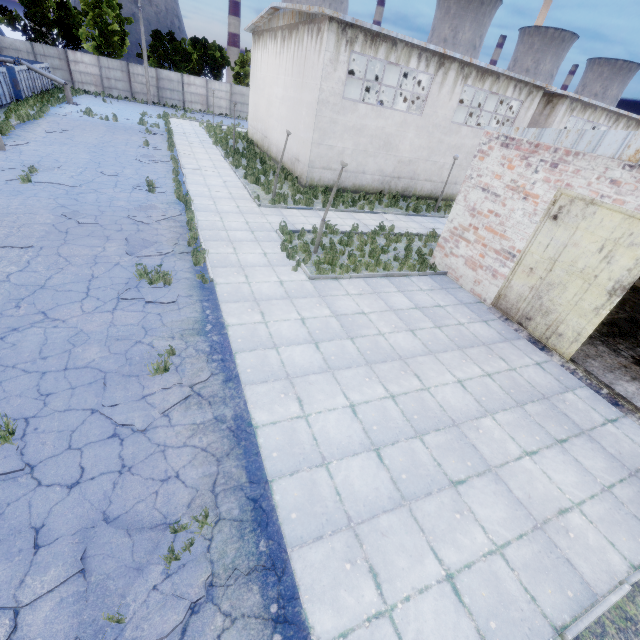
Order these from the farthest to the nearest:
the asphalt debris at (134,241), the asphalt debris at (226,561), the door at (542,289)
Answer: the asphalt debris at (134,241) → the door at (542,289) → the asphalt debris at (226,561)

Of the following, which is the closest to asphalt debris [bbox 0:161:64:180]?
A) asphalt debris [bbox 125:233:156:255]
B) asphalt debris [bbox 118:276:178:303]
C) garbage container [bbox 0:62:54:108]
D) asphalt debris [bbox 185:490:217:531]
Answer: asphalt debris [bbox 125:233:156:255]

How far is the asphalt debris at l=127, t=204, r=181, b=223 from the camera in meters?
11.8

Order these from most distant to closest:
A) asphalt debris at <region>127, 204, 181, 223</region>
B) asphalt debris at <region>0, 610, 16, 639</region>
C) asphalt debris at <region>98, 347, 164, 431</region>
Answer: asphalt debris at <region>127, 204, 181, 223</region>, asphalt debris at <region>98, 347, 164, 431</region>, asphalt debris at <region>0, 610, 16, 639</region>

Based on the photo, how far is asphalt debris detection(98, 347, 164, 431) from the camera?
5.4m

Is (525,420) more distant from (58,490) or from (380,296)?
(58,490)

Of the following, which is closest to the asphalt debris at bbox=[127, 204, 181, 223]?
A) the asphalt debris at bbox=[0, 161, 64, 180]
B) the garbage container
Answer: the asphalt debris at bbox=[0, 161, 64, 180]

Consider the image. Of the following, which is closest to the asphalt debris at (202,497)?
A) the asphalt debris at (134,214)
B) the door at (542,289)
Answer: the door at (542,289)
